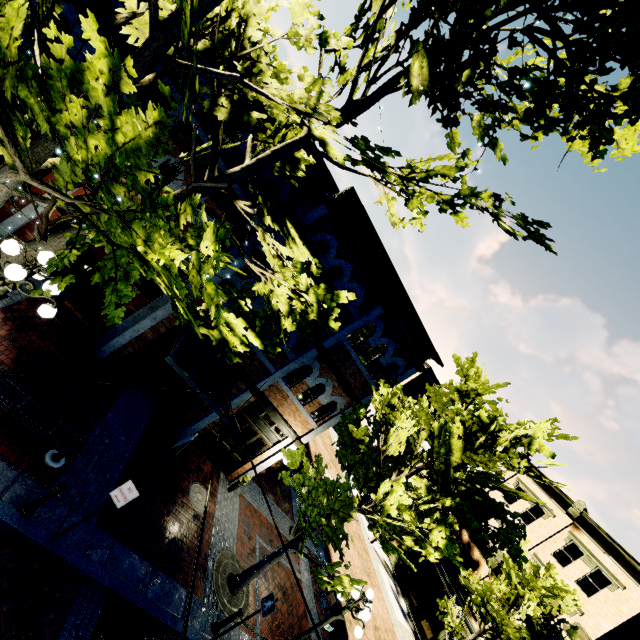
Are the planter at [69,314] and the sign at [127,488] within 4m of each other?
no

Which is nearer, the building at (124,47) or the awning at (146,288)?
the building at (124,47)

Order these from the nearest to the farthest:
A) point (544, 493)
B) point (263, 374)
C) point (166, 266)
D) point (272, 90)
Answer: point (166, 266), point (272, 90), point (263, 374), point (544, 493)

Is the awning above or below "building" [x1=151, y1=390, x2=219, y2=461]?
above

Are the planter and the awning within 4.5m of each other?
yes

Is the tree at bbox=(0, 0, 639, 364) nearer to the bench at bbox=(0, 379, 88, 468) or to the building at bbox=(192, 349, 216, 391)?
the building at bbox=(192, 349, 216, 391)

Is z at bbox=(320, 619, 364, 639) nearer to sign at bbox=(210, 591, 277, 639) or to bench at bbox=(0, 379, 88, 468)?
sign at bbox=(210, 591, 277, 639)

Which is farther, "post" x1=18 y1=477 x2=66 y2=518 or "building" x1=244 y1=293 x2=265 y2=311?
"building" x1=244 y1=293 x2=265 y2=311
